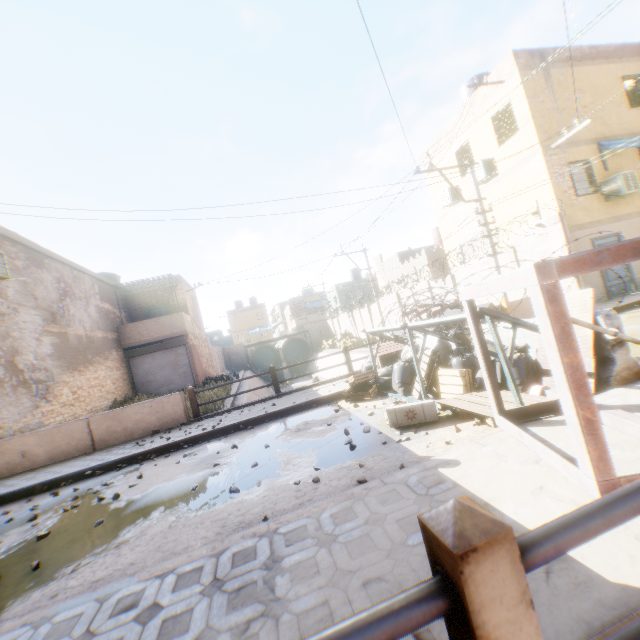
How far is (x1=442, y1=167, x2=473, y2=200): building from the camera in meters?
15.9

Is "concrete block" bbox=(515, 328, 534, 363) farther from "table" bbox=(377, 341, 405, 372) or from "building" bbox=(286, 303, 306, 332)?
"building" bbox=(286, 303, 306, 332)

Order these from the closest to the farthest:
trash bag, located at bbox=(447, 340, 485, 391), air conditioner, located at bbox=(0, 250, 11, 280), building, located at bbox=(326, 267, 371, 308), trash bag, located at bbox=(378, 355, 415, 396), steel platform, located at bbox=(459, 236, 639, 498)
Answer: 1. steel platform, located at bbox=(459, 236, 639, 498)
2. trash bag, located at bbox=(447, 340, 485, 391)
3. trash bag, located at bbox=(378, 355, 415, 396)
4. air conditioner, located at bbox=(0, 250, 11, 280)
5. building, located at bbox=(326, 267, 371, 308)

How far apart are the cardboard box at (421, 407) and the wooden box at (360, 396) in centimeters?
184cm

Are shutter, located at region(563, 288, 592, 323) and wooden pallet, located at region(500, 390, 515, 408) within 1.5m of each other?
yes

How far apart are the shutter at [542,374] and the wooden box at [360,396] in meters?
3.1 m

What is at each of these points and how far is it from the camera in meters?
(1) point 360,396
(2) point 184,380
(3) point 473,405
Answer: (1) wooden box, 7.1 m
(2) rolling overhead door, 19.0 m
(3) wooden pallet, 4.4 m

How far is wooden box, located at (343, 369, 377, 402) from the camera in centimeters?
709cm
